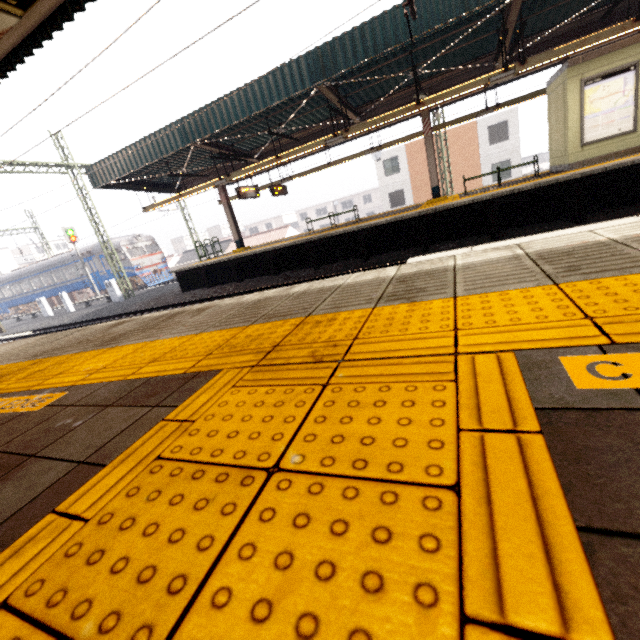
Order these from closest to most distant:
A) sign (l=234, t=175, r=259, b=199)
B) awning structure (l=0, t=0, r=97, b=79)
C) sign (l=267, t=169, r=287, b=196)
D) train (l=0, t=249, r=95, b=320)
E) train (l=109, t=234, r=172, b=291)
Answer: awning structure (l=0, t=0, r=97, b=79)
sign (l=234, t=175, r=259, b=199)
sign (l=267, t=169, r=287, b=196)
train (l=109, t=234, r=172, b=291)
train (l=0, t=249, r=95, b=320)

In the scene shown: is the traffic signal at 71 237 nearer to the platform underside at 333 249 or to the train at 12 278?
the train at 12 278

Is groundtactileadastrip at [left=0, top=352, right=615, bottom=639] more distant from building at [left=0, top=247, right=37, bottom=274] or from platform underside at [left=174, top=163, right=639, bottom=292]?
building at [left=0, top=247, right=37, bottom=274]

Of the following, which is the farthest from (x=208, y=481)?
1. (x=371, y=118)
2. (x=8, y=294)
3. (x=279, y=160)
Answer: (x=8, y=294)

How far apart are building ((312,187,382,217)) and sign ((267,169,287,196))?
42.9m

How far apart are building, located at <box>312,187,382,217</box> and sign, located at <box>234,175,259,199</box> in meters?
45.8 m

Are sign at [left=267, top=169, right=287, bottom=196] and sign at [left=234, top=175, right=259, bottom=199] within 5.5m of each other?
yes

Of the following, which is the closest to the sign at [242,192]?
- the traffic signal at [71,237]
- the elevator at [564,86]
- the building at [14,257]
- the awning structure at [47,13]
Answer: the awning structure at [47,13]
